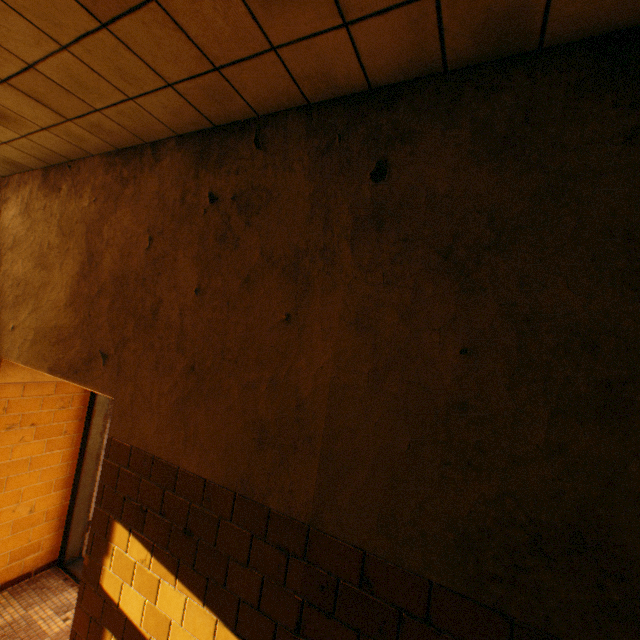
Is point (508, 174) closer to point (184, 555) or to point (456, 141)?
point (456, 141)

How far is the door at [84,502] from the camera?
3.4 meters

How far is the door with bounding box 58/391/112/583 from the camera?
3.44m
